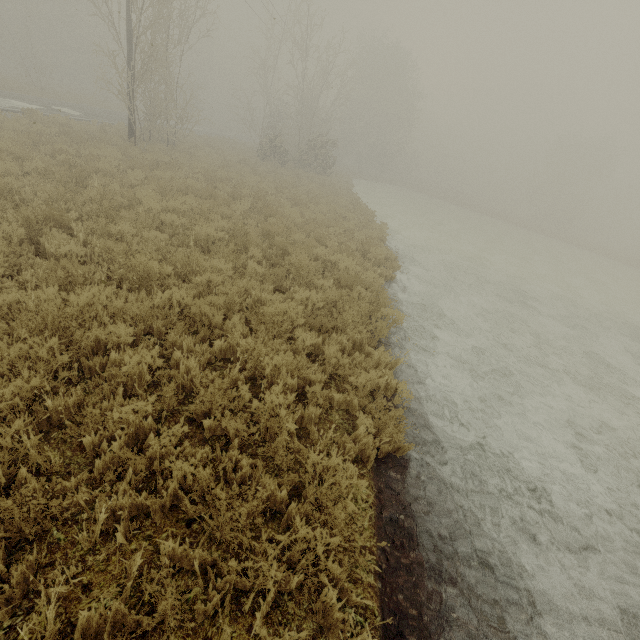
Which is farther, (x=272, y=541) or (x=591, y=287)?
(x=591, y=287)
